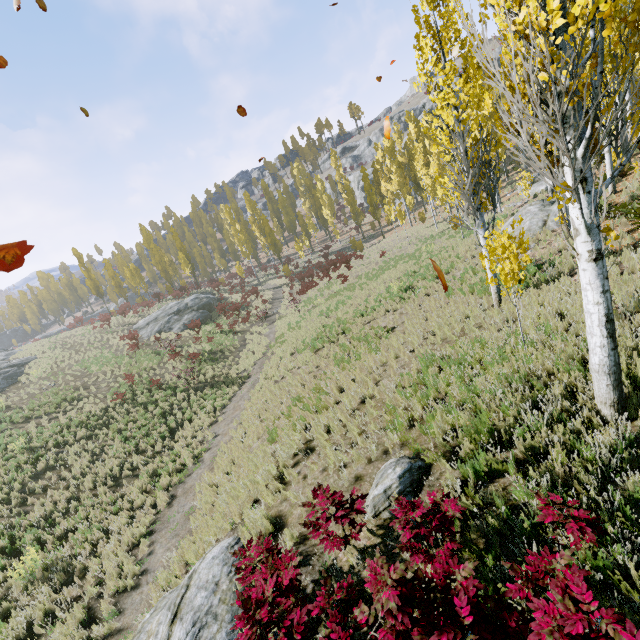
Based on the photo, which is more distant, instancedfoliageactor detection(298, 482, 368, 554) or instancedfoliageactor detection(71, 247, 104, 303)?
instancedfoliageactor detection(71, 247, 104, 303)

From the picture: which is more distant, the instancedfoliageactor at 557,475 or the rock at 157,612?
the rock at 157,612

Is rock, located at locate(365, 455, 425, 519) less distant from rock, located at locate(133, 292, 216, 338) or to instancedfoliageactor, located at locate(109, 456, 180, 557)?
instancedfoliageactor, located at locate(109, 456, 180, 557)

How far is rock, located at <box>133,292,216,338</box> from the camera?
32.16m

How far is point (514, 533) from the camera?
3.82m

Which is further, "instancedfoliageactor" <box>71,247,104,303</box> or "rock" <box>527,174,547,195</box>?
"instancedfoliageactor" <box>71,247,104,303</box>

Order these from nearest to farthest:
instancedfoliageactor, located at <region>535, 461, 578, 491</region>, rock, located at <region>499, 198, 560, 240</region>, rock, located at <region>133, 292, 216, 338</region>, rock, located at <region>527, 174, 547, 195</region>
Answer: instancedfoliageactor, located at <region>535, 461, 578, 491</region>, rock, located at <region>499, 198, 560, 240</region>, rock, located at <region>527, 174, 547, 195</region>, rock, located at <region>133, 292, 216, 338</region>

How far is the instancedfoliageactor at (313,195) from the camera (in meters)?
50.84
